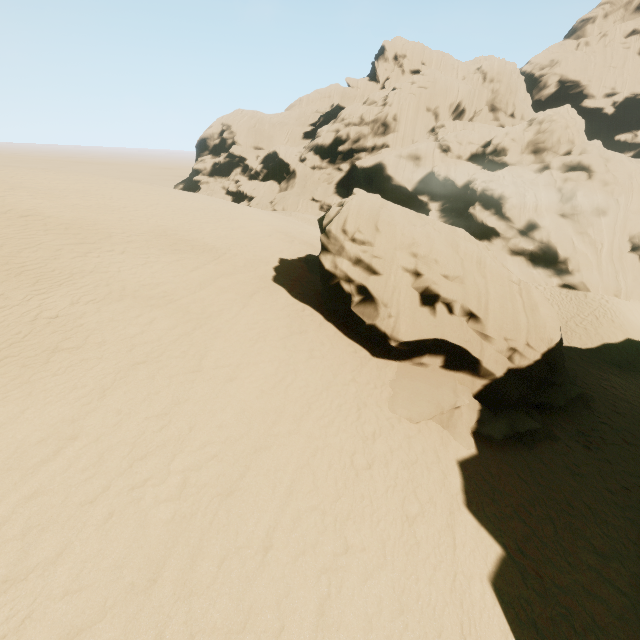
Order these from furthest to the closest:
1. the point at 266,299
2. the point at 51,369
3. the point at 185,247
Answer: the point at 185,247, the point at 266,299, the point at 51,369
